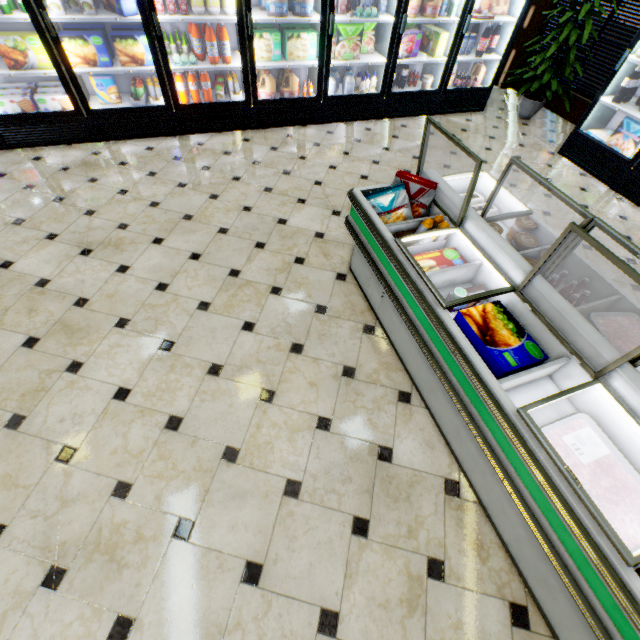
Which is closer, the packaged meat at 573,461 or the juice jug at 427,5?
the packaged meat at 573,461

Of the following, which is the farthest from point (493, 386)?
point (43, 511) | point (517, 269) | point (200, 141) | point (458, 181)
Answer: point (200, 141)

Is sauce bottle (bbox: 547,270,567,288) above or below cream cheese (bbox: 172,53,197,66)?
below

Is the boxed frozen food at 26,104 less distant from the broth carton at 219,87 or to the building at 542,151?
the building at 542,151

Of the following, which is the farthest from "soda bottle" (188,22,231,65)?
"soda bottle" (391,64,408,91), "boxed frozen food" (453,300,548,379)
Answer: "boxed frozen food" (453,300,548,379)

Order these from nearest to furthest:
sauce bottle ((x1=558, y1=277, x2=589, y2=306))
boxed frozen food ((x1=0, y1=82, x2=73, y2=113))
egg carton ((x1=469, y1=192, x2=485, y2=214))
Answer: sauce bottle ((x1=558, y1=277, x2=589, y2=306)) → egg carton ((x1=469, y1=192, x2=485, y2=214)) → boxed frozen food ((x1=0, y1=82, x2=73, y2=113))

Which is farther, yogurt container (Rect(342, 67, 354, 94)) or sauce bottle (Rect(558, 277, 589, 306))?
yogurt container (Rect(342, 67, 354, 94))

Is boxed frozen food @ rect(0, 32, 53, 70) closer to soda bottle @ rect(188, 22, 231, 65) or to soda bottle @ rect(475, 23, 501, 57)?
soda bottle @ rect(188, 22, 231, 65)
